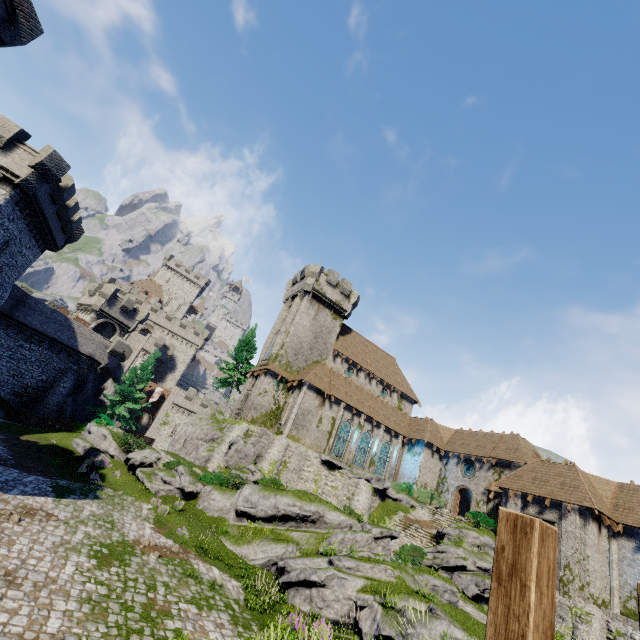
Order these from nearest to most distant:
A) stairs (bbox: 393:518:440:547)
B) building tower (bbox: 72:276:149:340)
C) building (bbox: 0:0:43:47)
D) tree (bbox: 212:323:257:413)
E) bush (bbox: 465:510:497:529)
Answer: building (bbox: 0:0:43:47), stairs (bbox: 393:518:440:547), bush (bbox: 465:510:497:529), building tower (bbox: 72:276:149:340), tree (bbox: 212:323:257:413)

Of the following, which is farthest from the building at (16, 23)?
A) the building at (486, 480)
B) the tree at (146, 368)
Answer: the building at (486, 480)

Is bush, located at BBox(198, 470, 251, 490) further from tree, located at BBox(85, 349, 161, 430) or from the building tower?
the building tower

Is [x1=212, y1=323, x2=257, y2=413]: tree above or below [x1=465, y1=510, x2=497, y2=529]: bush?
above

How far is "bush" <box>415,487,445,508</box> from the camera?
32.6 meters

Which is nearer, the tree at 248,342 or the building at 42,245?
the building at 42,245

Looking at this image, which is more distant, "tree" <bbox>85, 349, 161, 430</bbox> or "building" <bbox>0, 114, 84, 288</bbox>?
"tree" <bbox>85, 349, 161, 430</bbox>

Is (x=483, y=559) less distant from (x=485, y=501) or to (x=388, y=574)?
(x=388, y=574)
